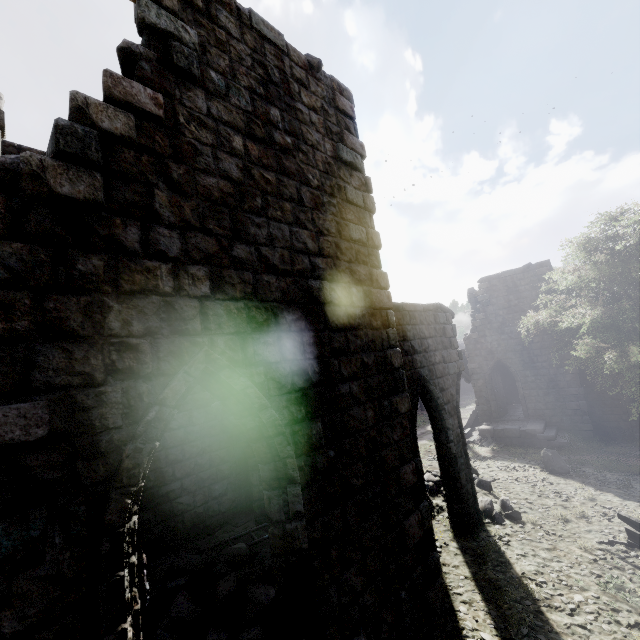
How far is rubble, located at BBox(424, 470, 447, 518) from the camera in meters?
10.4

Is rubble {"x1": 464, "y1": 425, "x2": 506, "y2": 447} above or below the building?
below

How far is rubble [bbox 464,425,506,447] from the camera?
19.1 meters

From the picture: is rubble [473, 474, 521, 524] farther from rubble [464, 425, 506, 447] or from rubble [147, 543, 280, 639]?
rubble [464, 425, 506, 447]

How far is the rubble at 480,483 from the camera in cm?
985

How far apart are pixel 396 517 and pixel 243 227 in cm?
519

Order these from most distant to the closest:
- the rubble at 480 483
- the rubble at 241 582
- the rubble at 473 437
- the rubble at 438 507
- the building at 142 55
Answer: the rubble at 473 437 → the rubble at 438 507 → the rubble at 480 483 → the rubble at 241 582 → the building at 142 55
